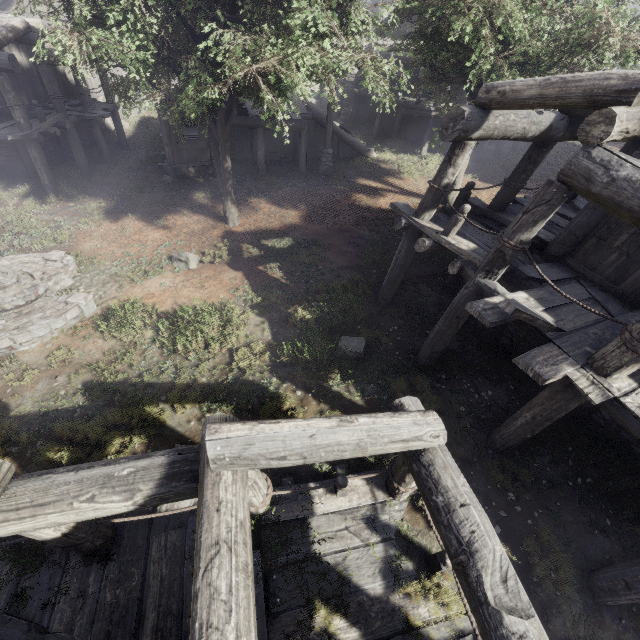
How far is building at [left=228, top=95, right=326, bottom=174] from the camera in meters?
15.4 m

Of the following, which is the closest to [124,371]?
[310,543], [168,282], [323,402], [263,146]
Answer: [168,282]

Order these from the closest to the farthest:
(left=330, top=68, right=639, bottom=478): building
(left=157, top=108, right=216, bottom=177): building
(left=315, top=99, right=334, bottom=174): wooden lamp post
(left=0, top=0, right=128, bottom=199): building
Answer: (left=330, top=68, right=639, bottom=478): building < (left=0, top=0, right=128, bottom=199): building < (left=157, top=108, right=216, bottom=177): building < (left=315, top=99, right=334, bottom=174): wooden lamp post

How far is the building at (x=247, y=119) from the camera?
15.38m

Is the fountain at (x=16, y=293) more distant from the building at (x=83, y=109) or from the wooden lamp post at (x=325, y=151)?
the wooden lamp post at (x=325, y=151)

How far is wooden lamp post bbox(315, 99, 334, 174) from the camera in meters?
16.0 m

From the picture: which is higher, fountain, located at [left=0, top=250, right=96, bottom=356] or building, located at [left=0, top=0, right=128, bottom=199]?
building, located at [left=0, top=0, right=128, bottom=199]

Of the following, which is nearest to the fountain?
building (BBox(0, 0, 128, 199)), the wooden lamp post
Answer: building (BBox(0, 0, 128, 199))
